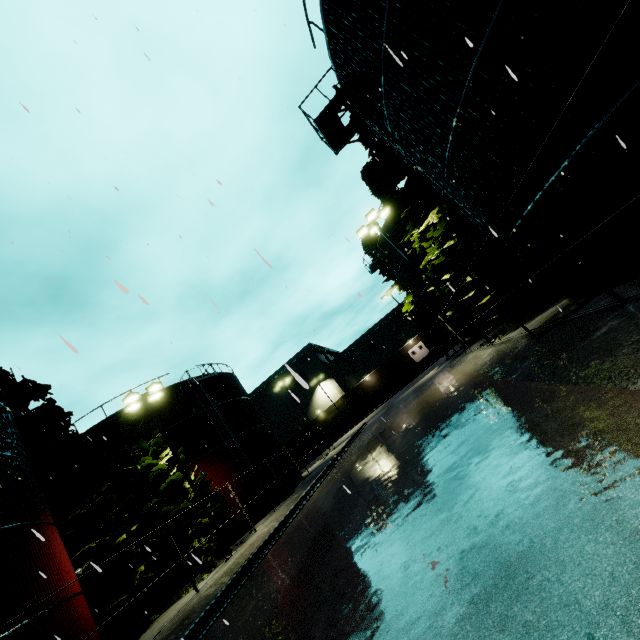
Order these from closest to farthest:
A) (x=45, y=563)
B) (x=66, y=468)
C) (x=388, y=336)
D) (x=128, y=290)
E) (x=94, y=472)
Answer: (x=128, y=290) < (x=45, y=563) < (x=66, y=468) < (x=94, y=472) < (x=388, y=336)

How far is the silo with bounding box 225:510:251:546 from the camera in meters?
21.4

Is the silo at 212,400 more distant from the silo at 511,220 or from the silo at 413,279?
the silo at 511,220

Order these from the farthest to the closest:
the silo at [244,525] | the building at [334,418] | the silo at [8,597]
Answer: the building at [334,418]
the silo at [244,525]
the silo at [8,597]

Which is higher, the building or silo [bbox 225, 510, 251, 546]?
the building

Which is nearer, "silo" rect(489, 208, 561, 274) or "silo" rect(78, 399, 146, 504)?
"silo" rect(489, 208, 561, 274)

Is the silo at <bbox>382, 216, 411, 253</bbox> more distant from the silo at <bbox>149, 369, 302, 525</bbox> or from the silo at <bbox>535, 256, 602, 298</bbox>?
the silo at <bbox>149, 369, 302, 525</bbox>

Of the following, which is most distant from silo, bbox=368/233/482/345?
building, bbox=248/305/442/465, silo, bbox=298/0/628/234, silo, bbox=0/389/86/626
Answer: silo, bbox=0/389/86/626
